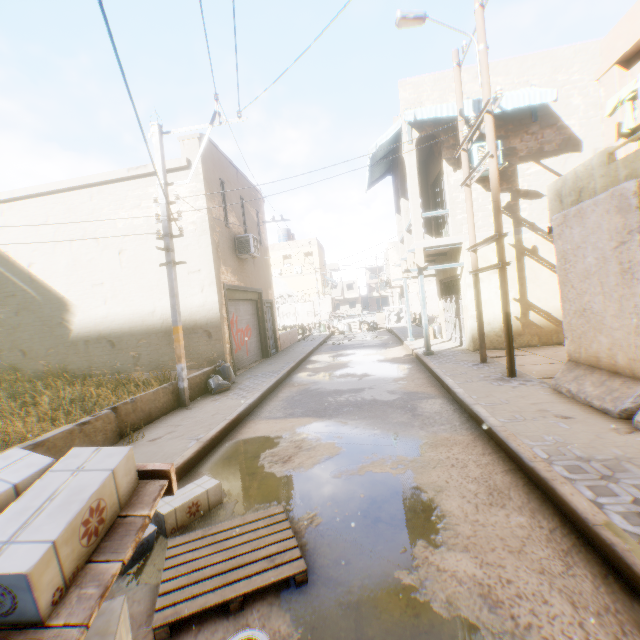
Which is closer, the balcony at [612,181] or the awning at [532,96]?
the balcony at [612,181]

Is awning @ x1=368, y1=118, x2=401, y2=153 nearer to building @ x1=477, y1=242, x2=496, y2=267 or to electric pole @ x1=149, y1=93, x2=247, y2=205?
building @ x1=477, y1=242, x2=496, y2=267

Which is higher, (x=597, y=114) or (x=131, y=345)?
(x=597, y=114)

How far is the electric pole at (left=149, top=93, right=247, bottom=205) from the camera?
7.8m

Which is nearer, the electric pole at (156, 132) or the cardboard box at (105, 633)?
the cardboard box at (105, 633)

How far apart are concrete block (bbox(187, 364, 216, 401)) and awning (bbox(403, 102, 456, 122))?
2.6m

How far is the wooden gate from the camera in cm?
1253
